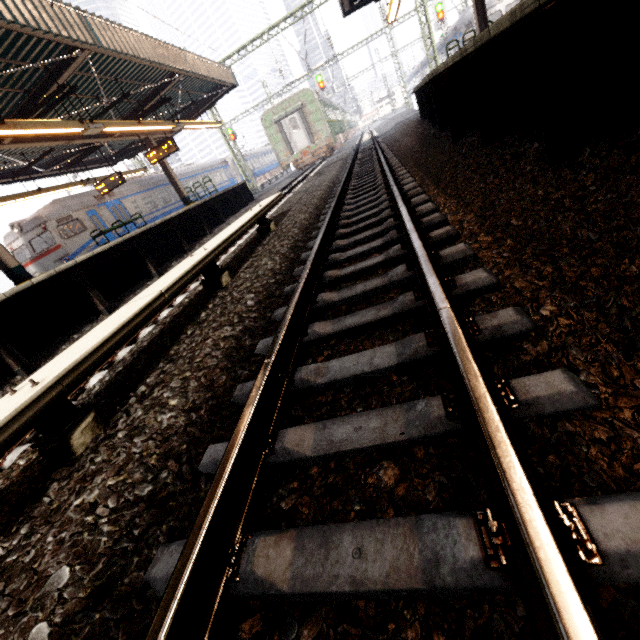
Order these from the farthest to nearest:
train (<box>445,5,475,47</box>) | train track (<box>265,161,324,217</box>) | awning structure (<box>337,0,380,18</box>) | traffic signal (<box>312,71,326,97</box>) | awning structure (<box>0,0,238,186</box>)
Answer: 1. traffic signal (<box>312,71,326,97</box>)
2. train (<box>445,5,475,47</box>)
3. awning structure (<box>337,0,380,18</box>)
4. train track (<box>265,161,324,217</box>)
5. awning structure (<box>0,0,238,186</box>)

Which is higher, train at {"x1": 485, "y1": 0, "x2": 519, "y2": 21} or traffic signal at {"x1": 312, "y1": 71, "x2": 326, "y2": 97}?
traffic signal at {"x1": 312, "y1": 71, "x2": 326, "y2": 97}

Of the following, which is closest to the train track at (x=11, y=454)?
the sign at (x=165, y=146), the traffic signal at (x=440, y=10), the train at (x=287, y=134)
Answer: the train at (x=287, y=134)

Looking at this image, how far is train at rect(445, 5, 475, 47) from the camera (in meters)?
21.95

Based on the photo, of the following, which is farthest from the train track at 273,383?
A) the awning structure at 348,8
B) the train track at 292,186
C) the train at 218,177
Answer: the train at 218,177

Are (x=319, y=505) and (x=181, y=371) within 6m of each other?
yes

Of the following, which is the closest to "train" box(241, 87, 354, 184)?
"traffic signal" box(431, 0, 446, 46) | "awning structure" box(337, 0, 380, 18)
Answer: "awning structure" box(337, 0, 380, 18)

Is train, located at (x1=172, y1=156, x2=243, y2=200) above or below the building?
below
